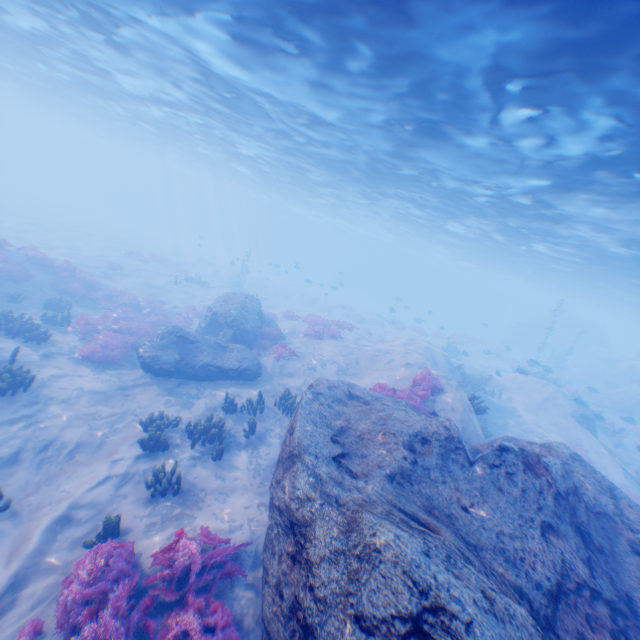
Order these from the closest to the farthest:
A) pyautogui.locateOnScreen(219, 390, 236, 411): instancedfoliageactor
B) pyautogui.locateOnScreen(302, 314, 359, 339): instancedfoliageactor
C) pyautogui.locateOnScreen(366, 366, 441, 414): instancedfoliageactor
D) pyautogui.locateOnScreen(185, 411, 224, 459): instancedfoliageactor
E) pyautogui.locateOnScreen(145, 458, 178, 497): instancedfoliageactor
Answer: pyautogui.locateOnScreen(145, 458, 178, 497): instancedfoliageactor, pyautogui.locateOnScreen(185, 411, 224, 459): instancedfoliageactor, pyautogui.locateOnScreen(366, 366, 441, 414): instancedfoliageactor, pyautogui.locateOnScreen(219, 390, 236, 411): instancedfoliageactor, pyautogui.locateOnScreen(302, 314, 359, 339): instancedfoliageactor

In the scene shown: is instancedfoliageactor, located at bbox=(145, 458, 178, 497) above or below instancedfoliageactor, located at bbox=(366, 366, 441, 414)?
below

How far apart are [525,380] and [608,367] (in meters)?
23.25

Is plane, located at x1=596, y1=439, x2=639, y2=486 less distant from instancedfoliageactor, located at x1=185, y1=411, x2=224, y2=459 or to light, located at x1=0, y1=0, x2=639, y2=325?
light, located at x1=0, y1=0, x2=639, y2=325

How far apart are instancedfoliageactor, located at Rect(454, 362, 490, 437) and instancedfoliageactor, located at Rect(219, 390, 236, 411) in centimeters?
1275cm

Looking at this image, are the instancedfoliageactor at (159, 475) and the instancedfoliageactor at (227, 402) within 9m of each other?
yes

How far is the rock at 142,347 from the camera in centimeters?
1270cm

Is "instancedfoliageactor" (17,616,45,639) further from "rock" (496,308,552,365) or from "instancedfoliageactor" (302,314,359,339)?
"rock" (496,308,552,365)
